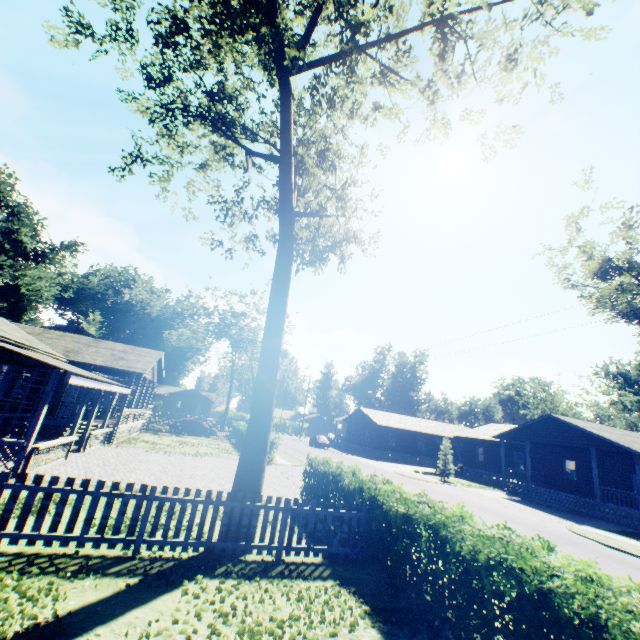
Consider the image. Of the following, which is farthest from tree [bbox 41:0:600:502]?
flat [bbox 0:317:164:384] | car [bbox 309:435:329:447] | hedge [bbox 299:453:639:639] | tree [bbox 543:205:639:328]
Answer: car [bbox 309:435:329:447]

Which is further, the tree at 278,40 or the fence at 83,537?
the tree at 278,40

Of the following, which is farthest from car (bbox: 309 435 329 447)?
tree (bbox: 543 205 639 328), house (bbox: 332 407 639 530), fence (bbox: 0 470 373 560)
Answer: fence (bbox: 0 470 373 560)

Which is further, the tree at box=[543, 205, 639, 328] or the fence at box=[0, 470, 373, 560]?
the tree at box=[543, 205, 639, 328]

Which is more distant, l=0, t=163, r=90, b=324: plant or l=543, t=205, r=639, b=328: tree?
l=0, t=163, r=90, b=324: plant

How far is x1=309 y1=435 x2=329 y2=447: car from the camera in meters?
45.4

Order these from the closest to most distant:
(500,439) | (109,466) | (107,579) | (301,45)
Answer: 1. (107,579)
2. (301,45)
3. (109,466)
4. (500,439)

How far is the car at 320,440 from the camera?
45.4 meters
